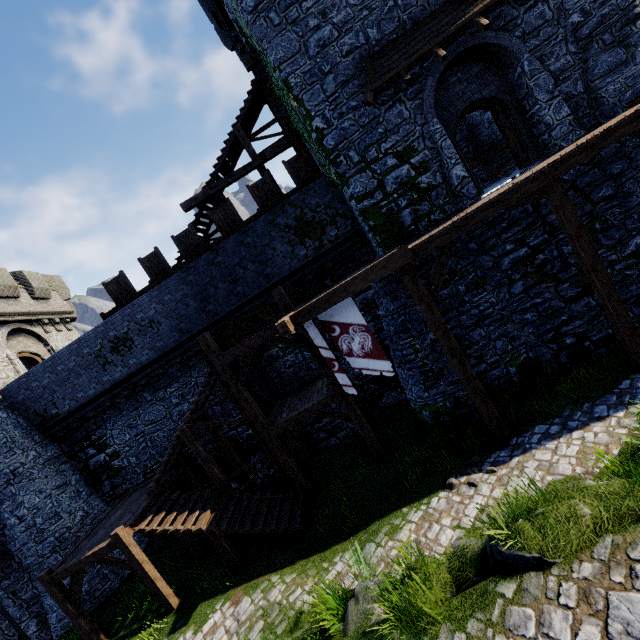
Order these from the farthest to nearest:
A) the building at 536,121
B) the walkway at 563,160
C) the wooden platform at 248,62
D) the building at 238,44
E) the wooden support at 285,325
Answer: the building at 238,44
the wooden platform at 248,62
the building at 536,121
the wooden support at 285,325
the walkway at 563,160

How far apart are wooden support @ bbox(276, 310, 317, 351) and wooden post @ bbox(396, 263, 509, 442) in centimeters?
319cm

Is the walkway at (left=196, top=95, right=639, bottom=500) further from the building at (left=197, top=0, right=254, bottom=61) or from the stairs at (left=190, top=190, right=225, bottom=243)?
the stairs at (left=190, top=190, right=225, bottom=243)

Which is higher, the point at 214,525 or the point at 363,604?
the point at 214,525

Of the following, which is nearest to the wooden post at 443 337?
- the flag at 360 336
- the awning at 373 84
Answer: the flag at 360 336

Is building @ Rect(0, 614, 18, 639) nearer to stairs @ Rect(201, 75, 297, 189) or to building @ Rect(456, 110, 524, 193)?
stairs @ Rect(201, 75, 297, 189)

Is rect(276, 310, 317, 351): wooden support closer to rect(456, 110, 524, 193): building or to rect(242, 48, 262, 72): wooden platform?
rect(456, 110, 524, 193): building

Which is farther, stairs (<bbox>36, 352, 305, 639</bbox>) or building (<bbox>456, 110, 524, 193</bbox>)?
building (<bbox>456, 110, 524, 193</bbox>)
